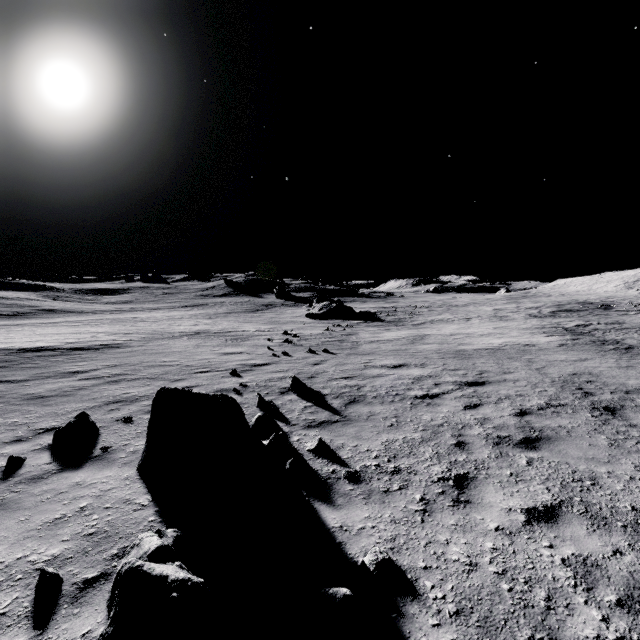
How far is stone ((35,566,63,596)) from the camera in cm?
305

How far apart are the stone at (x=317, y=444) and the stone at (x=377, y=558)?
2.48m

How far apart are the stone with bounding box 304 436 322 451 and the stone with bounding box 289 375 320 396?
2.9m

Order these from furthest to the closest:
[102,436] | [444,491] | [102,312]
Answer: [102,312] → [102,436] → [444,491]

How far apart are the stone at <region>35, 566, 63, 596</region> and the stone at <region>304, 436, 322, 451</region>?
3.6m

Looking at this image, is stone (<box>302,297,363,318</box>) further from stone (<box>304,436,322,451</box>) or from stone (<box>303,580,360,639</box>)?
stone (<box>303,580,360,639</box>)

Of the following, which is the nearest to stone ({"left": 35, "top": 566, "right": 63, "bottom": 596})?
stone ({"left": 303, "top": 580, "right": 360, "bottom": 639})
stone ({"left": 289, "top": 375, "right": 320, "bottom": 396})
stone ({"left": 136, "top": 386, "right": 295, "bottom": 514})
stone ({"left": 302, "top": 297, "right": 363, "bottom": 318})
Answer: stone ({"left": 136, "top": 386, "right": 295, "bottom": 514})

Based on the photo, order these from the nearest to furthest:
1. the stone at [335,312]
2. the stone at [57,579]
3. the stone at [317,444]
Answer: the stone at [57,579] → the stone at [317,444] → the stone at [335,312]
